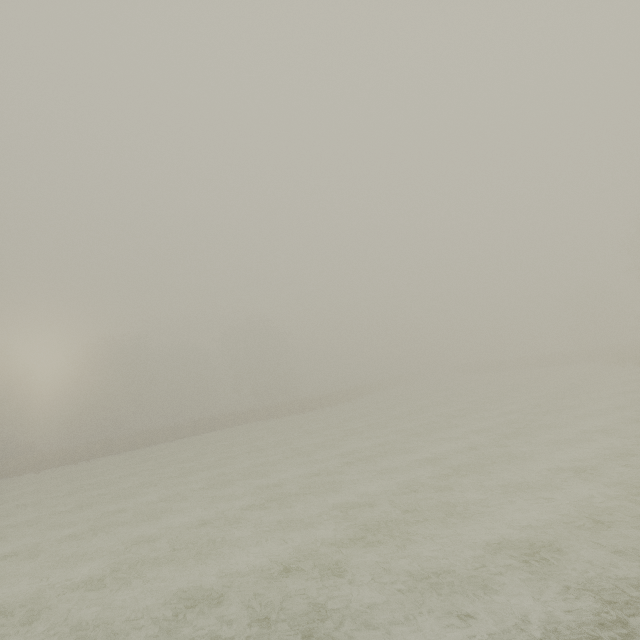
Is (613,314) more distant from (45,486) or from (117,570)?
(45,486)
